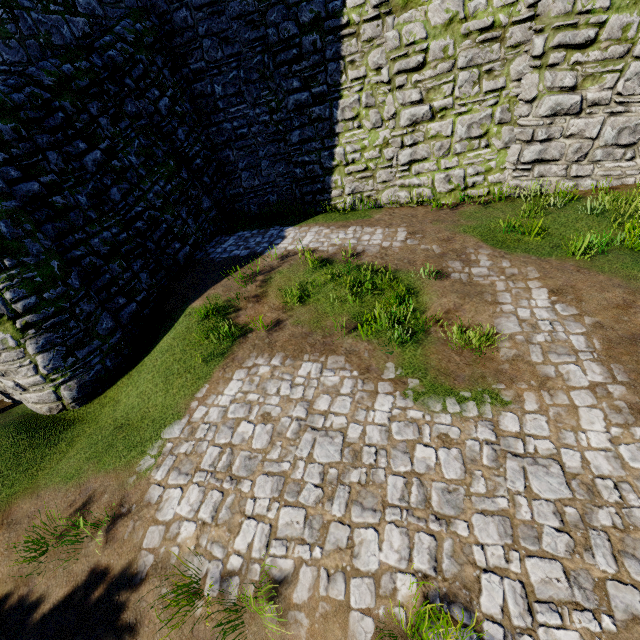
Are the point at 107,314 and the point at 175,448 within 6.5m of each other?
yes
